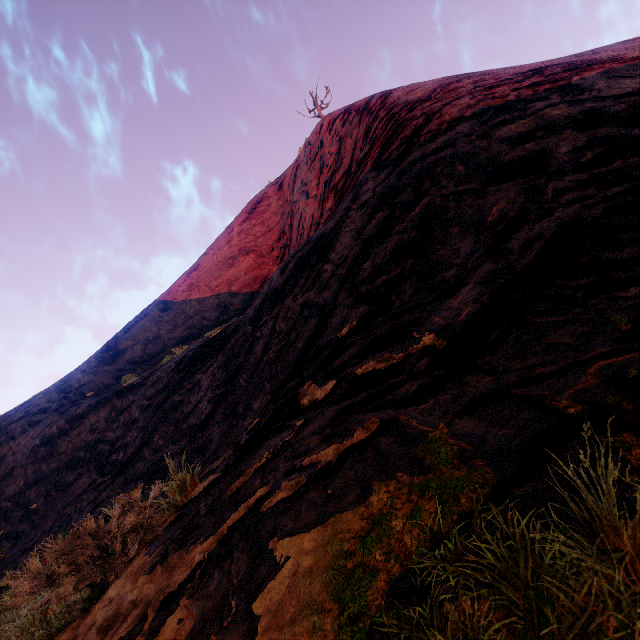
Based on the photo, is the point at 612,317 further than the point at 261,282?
No
